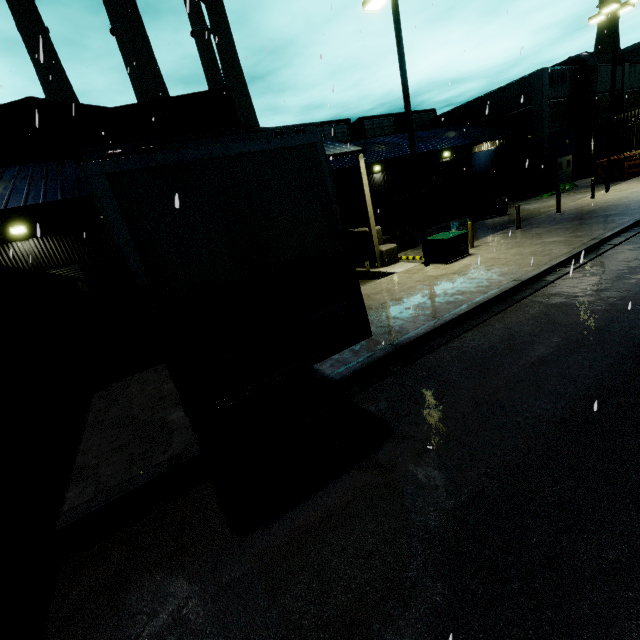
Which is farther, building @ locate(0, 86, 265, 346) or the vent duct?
the vent duct

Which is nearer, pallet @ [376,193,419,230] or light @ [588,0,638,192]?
light @ [588,0,638,192]

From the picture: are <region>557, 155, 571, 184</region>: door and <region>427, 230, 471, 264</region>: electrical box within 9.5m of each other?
no

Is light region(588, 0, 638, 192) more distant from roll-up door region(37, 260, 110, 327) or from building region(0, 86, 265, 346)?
roll-up door region(37, 260, 110, 327)

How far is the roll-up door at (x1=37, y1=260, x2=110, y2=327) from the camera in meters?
15.0

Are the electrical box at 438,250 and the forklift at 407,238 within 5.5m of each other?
Answer: yes

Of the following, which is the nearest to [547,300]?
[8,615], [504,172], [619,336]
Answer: [619,336]

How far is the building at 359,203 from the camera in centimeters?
1570cm
